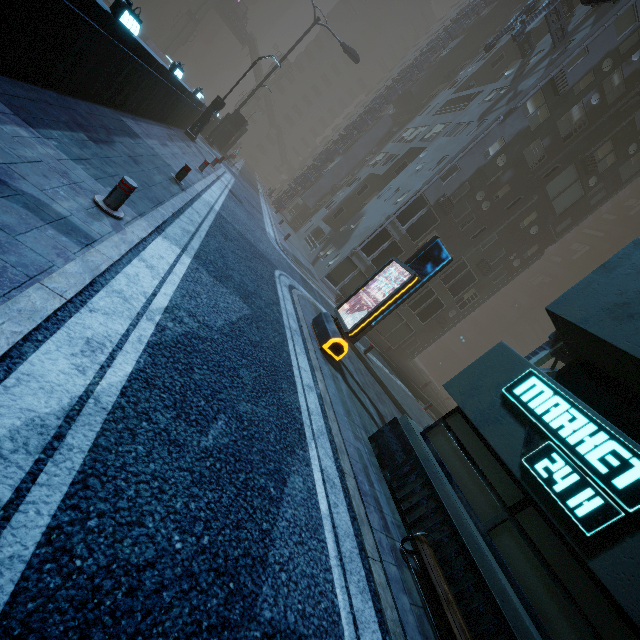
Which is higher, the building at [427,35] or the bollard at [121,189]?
the building at [427,35]

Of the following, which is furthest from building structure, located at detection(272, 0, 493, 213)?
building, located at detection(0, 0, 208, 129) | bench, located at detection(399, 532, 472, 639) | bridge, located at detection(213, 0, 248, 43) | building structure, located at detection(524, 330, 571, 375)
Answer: bridge, located at detection(213, 0, 248, 43)

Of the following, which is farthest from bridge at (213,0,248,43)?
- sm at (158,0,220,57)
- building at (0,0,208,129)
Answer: building at (0,0,208,129)

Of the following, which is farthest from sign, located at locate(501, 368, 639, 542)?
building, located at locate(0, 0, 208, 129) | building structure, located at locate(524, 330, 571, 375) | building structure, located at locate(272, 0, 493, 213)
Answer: building structure, located at locate(272, 0, 493, 213)

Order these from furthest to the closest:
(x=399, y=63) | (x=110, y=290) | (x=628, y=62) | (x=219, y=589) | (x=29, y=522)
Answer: (x=399, y=63) → (x=628, y=62) → (x=110, y=290) → (x=219, y=589) → (x=29, y=522)

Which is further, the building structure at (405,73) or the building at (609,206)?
the building structure at (405,73)

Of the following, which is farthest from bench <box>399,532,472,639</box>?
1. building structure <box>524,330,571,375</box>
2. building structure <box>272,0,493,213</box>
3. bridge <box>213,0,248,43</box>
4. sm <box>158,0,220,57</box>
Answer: bridge <box>213,0,248,43</box>

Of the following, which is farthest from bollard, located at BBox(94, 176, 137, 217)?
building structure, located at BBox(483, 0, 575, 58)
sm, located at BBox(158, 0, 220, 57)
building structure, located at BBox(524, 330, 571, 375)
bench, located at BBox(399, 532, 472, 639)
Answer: sm, located at BBox(158, 0, 220, 57)
